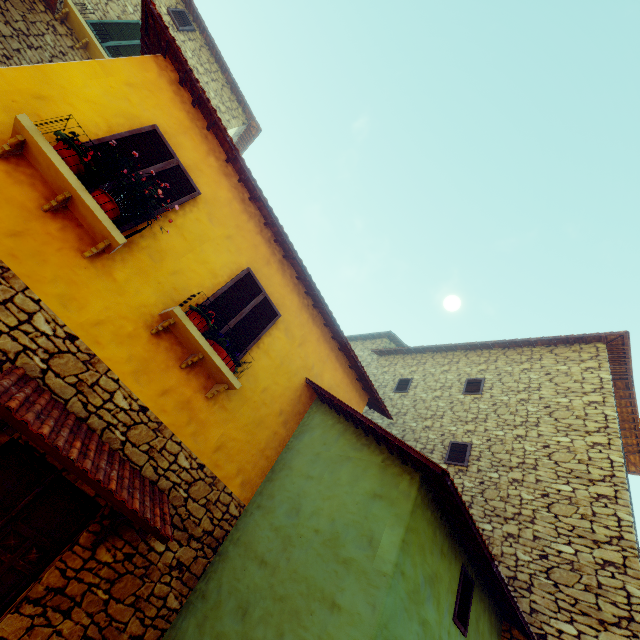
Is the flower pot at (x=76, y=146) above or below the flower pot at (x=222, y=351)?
above

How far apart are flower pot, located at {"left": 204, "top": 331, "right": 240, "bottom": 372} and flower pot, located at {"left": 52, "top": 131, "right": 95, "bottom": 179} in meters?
2.6 m

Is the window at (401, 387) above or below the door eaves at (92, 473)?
above

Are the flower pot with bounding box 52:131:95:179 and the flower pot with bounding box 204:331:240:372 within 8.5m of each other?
yes

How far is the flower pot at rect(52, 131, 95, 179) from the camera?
3.7m

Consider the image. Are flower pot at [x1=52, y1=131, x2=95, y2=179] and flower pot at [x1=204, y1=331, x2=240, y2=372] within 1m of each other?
no

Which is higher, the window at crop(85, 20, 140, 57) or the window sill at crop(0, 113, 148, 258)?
the window at crop(85, 20, 140, 57)

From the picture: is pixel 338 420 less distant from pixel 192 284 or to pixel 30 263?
pixel 192 284
